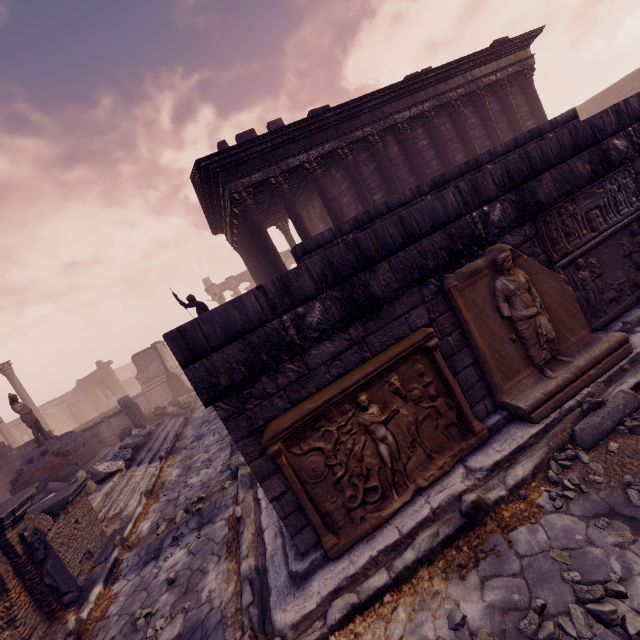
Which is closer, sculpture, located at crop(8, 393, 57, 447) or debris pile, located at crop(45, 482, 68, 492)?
debris pile, located at crop(45, 482, 68, 492)

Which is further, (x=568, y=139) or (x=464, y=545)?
(x=568, y=139)

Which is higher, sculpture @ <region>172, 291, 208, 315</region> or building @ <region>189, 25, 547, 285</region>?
building @ <region>189, 25, 547, 285</region>

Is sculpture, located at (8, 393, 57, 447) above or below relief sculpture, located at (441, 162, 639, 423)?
above

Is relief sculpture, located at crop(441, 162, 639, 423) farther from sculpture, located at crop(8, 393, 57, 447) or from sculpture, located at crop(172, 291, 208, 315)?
sculpture, located at crop(8, 393, 57, 447)

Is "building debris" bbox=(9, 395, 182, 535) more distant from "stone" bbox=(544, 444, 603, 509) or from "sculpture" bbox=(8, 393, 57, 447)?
"stone" bbox=(544, 444, 603, 509)

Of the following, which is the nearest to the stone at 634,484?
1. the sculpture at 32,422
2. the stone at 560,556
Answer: the stone at 560,556

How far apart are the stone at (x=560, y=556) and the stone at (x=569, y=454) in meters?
0.4 m
